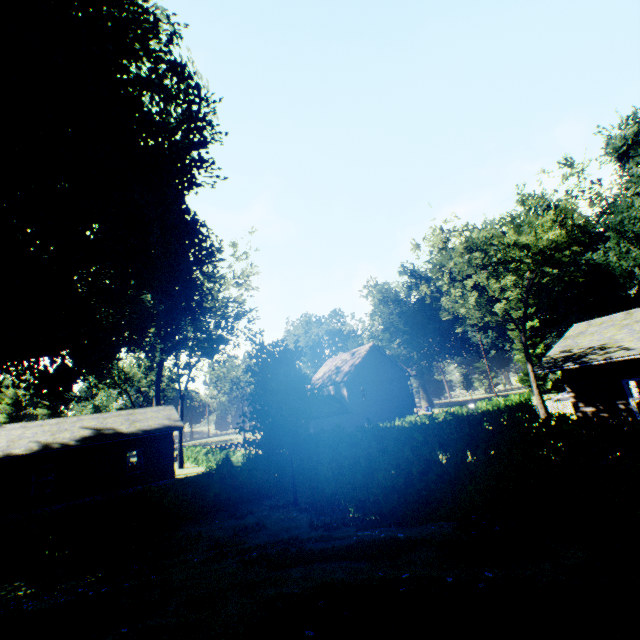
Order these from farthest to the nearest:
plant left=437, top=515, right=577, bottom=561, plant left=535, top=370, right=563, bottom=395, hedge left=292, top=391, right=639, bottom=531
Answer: plant left=535, top=370, right=563, bottom=395
hedge left=292, top=391, right=639, bottom=531
plant left=437, top=515, right=577, bottom=561

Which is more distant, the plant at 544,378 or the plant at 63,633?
the plant at 544,378

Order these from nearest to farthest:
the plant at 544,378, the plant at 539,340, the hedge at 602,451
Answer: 1. the hedge at 602,451
2. the plant at 544,378
3. the plant at 539,340

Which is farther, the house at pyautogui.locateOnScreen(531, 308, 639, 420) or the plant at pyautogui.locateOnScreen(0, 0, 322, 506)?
the house at pyautogui.locateOnScreen(531, 308, 639, 420)

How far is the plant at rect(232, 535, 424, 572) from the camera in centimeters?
523cm

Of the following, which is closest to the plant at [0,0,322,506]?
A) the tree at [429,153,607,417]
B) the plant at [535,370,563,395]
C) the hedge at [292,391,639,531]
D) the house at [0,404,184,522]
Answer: the hedge at [292,391,639,531]

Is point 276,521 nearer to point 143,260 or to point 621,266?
point 143,260

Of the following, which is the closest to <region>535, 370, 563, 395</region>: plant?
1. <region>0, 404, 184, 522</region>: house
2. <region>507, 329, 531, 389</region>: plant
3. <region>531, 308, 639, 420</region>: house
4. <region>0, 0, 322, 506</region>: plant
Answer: <region>507, 329, 531, 389</region>: plant
